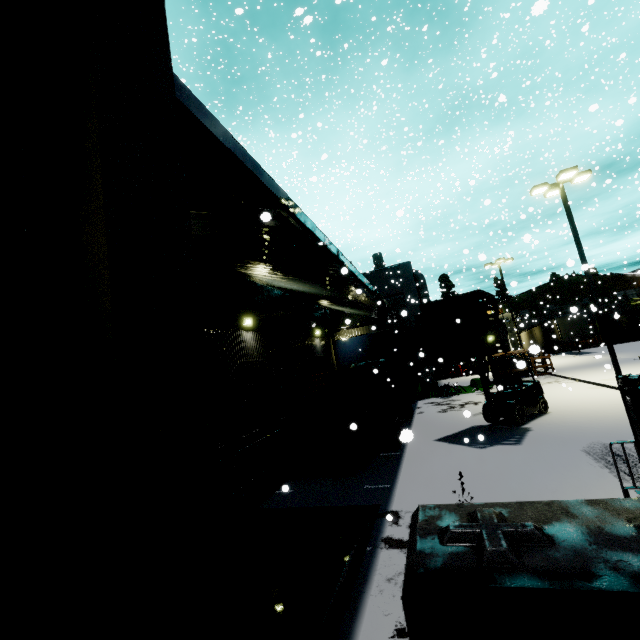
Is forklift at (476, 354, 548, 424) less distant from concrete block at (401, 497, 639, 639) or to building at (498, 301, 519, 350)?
concrete block at (401, 497, 639, 639)

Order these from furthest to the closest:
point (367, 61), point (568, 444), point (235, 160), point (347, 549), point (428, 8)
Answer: point (428, 8), point (367, 61), point (568, 444), point (347, 549), point (235, 160)

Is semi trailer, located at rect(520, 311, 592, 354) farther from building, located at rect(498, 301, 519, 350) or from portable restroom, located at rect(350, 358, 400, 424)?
portable restroom, located at rect(350, 358, 400, 424)

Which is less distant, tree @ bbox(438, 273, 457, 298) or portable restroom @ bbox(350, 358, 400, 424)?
portable restroom @ bbox(350, 358, 400, 424)

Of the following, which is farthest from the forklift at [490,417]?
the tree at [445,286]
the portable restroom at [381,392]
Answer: the tree at [445,286]

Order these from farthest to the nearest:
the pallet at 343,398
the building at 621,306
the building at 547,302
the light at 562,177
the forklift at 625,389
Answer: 1. the building at 547,302
2. the building at 621,306
3. the light at 562,177
4. the pallet at 343,398
5. the forklift at 625,389

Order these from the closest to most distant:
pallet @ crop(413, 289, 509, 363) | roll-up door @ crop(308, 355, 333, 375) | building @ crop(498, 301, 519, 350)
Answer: pallet @ crop(413, 289, 509, 363) < roll-up door @ crop(308, 355, 333, 375) < building @ crop(498, 301, 519, 350)

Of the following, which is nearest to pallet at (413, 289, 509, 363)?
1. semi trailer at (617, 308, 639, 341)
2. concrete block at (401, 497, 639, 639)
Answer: semi trailer at (617, 308, 639, 341)
